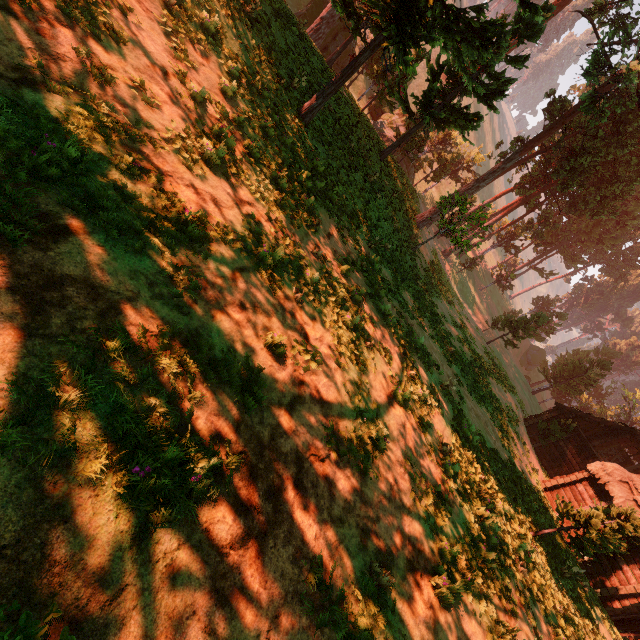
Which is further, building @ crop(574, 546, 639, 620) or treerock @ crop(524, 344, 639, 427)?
treerock @ crop(524, 344, 639, 427)

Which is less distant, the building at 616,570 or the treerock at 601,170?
the treerock at 601,170

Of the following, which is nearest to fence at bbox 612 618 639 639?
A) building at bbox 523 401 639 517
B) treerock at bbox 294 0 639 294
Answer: building at bbox 523 401 639 517

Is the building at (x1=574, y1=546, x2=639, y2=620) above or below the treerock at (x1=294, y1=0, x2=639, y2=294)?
below

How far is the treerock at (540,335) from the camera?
32.4 meters

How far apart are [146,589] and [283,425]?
2.78m

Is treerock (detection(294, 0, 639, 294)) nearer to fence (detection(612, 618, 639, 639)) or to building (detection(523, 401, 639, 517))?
building (detection(523, 401, 639, 517))
